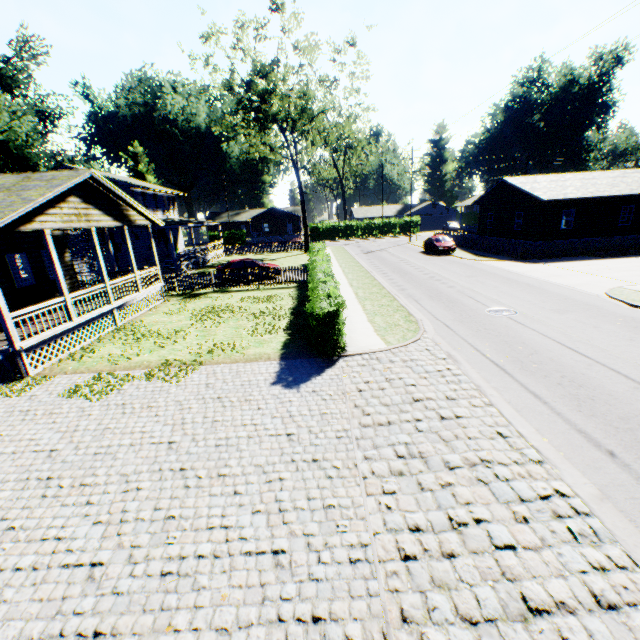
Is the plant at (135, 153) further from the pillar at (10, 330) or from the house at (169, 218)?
the pillar at (10, 330)

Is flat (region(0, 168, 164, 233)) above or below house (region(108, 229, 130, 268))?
above

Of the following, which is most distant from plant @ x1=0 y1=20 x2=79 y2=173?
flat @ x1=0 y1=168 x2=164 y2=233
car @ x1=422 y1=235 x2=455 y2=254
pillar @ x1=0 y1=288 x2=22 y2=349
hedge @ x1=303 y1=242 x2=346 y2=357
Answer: car @ x1=422 y1=235 x2=455 y2=254

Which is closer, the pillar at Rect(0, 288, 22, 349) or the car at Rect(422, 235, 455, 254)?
the pillar at Rect(0, 288, 22, 349)

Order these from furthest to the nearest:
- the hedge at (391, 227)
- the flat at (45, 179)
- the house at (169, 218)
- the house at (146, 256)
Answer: the hedge at (391, 227), the house at (146, 256), the house at (169, 218), the flat at (45, 179)

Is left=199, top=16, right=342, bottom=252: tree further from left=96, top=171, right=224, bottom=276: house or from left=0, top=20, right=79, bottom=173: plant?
left=0, top=20, right=79, bottom=173: plant

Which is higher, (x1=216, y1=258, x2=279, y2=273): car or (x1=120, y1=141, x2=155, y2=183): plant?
(x1=120, y1=141, x2=155, y2=183): plant

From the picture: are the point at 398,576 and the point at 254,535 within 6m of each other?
yes
